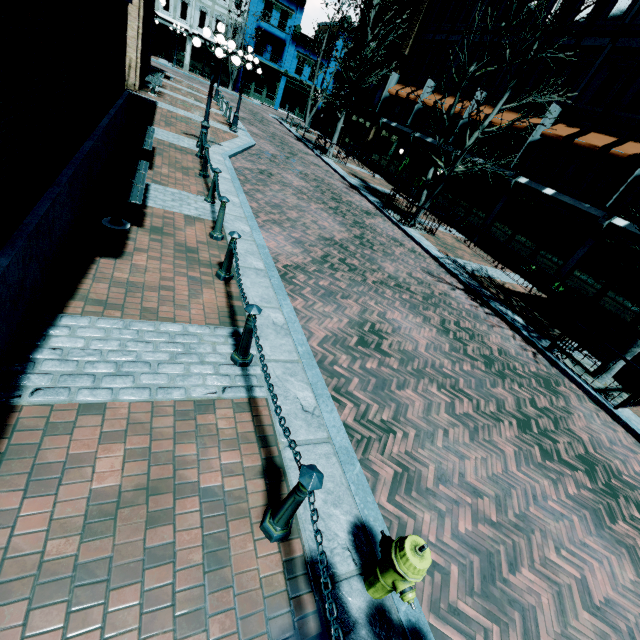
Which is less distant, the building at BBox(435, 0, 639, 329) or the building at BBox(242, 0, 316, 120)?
the building at BBox(435, 0, 639, 329)

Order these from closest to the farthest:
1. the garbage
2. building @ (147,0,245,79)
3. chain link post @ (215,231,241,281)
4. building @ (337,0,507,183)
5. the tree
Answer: chain link post @ (215,231,241,281) → the tree → the garbage → building @ (337,0,507,183) → building @ (147,0,245,79)

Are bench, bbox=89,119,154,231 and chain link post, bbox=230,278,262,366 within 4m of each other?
yes

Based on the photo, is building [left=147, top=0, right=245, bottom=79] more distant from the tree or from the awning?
the tree

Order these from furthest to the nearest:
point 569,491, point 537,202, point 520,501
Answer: point 537,202
point 569,491
point 520,501

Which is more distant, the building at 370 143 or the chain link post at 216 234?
the building at 370 143

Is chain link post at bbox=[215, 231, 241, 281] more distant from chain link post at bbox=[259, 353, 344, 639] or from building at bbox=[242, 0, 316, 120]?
building at bbox=[242, 0, 316, 120]

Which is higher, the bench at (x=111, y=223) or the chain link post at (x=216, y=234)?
the chain link post at (x=216, y=234)
